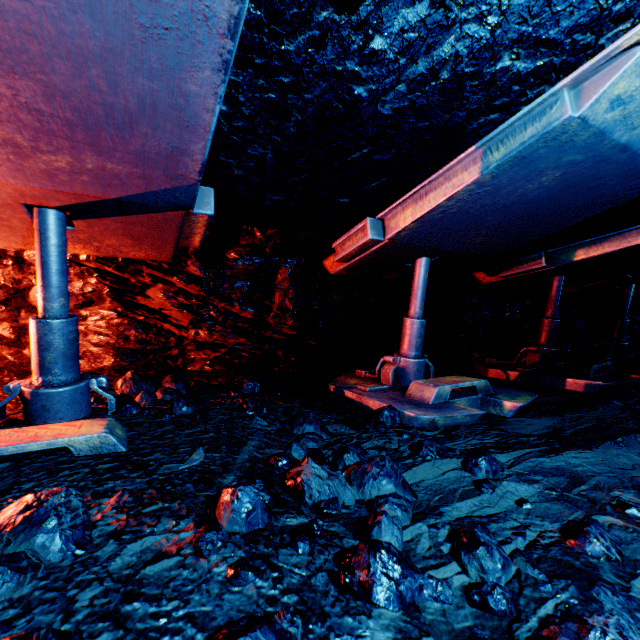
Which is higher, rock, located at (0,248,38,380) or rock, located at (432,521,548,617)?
rock, located at (0,248,38,380)

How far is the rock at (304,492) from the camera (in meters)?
1.06

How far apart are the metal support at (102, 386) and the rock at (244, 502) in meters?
1.5 m

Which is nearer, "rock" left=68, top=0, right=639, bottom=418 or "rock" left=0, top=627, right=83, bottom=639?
"rock" left=0, top=627, right=83, bottom=639

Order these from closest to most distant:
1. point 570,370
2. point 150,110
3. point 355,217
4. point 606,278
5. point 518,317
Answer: point 150,110 → point 355,217 → point 570,370 → point 606,278 → point 518,317

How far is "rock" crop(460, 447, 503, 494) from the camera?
1.8 meters

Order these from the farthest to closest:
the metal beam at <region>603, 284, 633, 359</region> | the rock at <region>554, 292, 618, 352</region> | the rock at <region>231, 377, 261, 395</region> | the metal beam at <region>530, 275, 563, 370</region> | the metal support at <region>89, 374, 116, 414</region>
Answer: the rock at <region>554, 292, 618, 352</region> → the metal beam at <region>603, 284, 633, 359</region> → the metal beam at <region>530, 275, 563, 370</region> → the rock at <region>231, 377, 261, 395</region> → the metal support at <region>89, 374, 116, 414</region>

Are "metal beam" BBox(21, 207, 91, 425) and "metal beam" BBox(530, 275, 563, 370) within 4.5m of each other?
no
